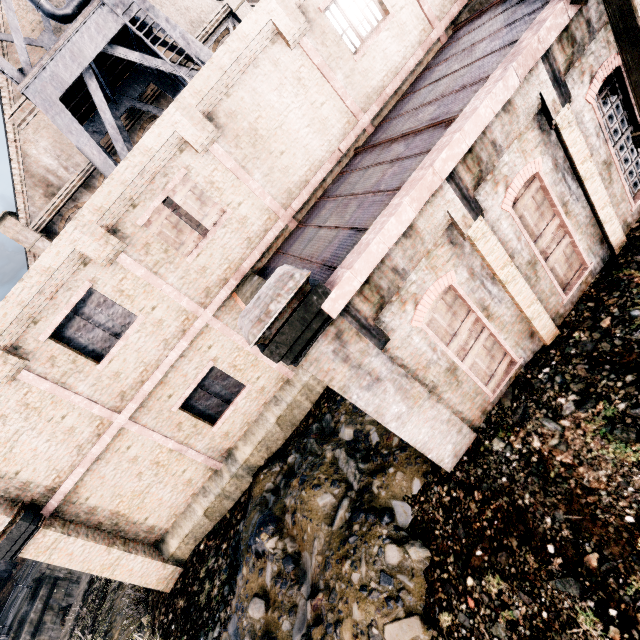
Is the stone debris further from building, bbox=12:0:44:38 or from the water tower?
the water tower

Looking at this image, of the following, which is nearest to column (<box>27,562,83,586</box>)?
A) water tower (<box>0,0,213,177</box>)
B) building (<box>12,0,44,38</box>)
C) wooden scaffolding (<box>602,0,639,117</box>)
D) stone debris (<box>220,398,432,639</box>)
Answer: building (<box>12,0,44,38</box>)

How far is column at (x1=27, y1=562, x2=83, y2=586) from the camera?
25.3 meters

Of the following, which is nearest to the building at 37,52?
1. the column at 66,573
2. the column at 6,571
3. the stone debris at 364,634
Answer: the stone debris at 364,634

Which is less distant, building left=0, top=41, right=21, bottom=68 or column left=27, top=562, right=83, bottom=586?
building left=0, top=41, right=21, bottom=68

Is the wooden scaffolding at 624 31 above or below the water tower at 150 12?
below

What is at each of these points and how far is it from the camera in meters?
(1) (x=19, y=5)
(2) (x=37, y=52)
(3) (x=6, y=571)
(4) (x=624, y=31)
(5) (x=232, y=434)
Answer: (1) building, 17.1 m
(2) building, 17.8 m
(3) column, 32.7 m
(4) wooden scaffolding, 5.4 m
(5) building, 12.6 m

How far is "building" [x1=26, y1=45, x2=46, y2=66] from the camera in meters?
17.7 m
